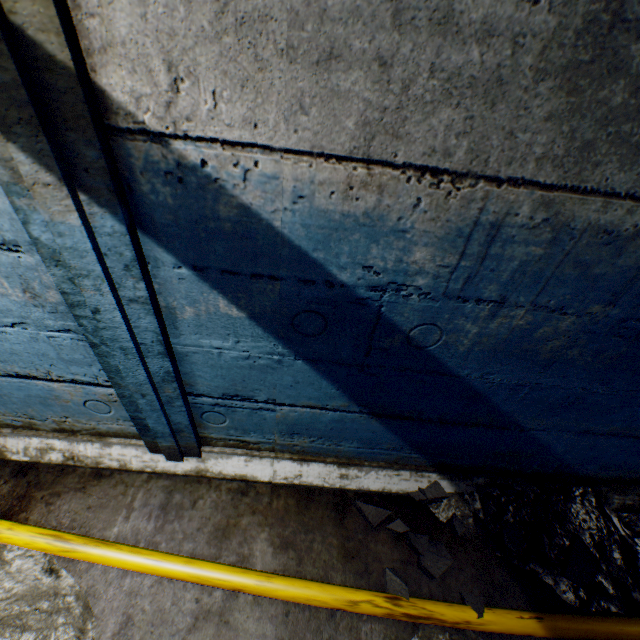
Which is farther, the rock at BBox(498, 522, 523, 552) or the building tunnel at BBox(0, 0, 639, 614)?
the rock at BBox(498, 522, 523, 552)

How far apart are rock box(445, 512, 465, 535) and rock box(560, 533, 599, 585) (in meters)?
0.12

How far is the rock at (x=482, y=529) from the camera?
1.6m

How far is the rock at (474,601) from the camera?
1.35m

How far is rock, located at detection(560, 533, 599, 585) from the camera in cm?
148

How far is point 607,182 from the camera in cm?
70

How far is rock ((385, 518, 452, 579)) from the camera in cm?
145
